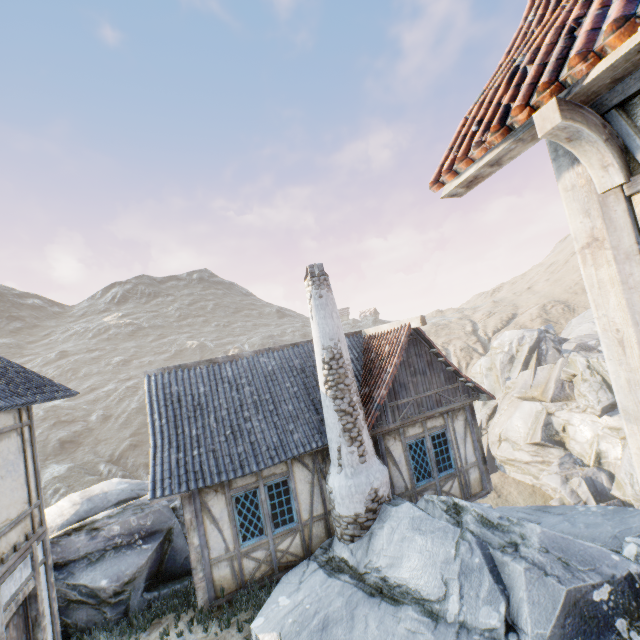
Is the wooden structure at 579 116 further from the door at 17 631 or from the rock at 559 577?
the door at 17 631

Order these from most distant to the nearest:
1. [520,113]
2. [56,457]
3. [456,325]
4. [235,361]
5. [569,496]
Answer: [456,325] < [56,457] < [569,496] < [235,361] < [520,113]

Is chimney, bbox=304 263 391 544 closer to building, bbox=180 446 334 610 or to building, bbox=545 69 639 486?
building, bbox=180 446 334 610

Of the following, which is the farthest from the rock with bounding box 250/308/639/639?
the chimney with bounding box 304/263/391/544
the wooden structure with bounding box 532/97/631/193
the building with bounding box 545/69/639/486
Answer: the wooden structure with bounding box 532/97/631/193

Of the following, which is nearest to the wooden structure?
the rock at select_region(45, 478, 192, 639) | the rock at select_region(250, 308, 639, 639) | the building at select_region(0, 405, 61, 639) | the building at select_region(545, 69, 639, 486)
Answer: the building at select_region(545, 69, 639, 486)

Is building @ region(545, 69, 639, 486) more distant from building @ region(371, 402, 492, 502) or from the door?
the door

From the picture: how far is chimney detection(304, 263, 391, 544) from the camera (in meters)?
8.07

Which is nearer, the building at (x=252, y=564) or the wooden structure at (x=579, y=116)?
the wooden structure at (x=579, y=116)
